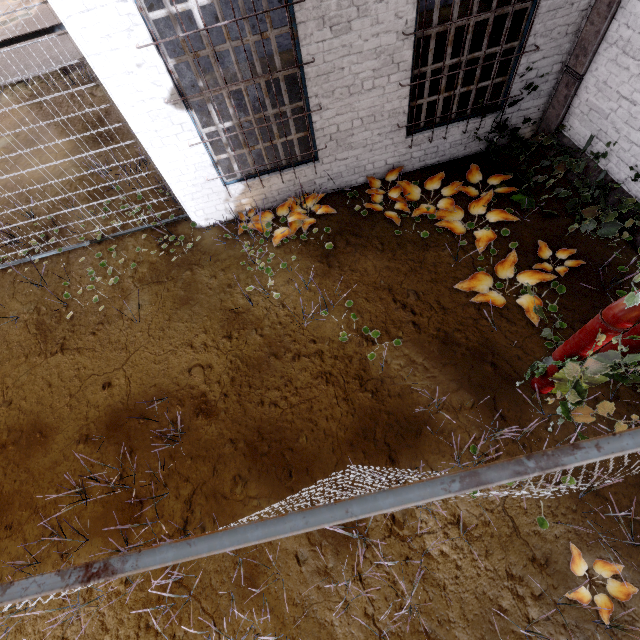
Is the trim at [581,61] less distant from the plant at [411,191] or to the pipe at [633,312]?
the pipe at [633,312]

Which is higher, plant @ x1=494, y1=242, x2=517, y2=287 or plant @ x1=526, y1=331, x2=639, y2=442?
plant @ x1=526, y1=331, x2=639, y2=442

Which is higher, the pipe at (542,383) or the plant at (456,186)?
the pipe at (542,383)

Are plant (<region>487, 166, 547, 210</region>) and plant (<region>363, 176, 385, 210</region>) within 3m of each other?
yes

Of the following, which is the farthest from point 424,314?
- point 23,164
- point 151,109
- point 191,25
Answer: point 23,164

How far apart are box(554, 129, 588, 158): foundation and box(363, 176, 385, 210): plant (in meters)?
1.20

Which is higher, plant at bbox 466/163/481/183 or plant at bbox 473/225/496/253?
plant at bbox 473/225/496/253

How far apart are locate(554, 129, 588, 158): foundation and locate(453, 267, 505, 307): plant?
1.94m
